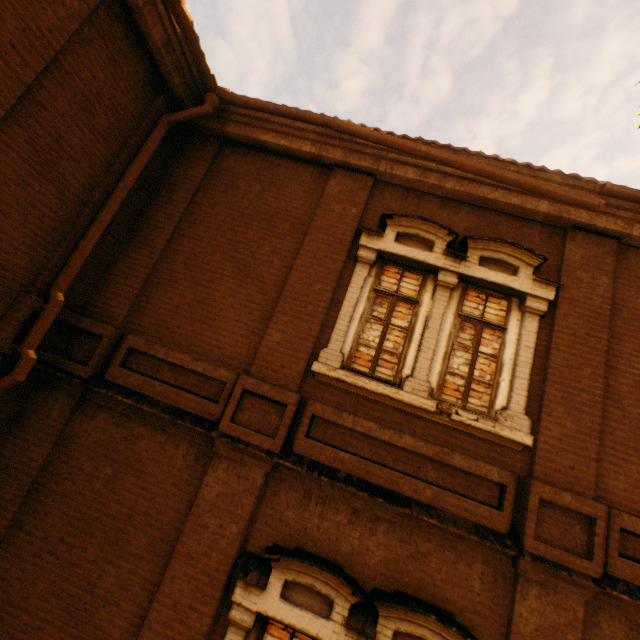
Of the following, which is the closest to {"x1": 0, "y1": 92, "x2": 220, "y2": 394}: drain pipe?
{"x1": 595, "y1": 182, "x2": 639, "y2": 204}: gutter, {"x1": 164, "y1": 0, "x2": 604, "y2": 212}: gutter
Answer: {"x1": 164, "y1": 0, "x2": 604, "y2": 212}: gutter

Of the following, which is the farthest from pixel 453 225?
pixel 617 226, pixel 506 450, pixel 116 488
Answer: pixel 116 488

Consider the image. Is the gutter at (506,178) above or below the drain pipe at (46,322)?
above

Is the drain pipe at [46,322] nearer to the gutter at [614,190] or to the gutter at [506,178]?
the gutter at [506,178]

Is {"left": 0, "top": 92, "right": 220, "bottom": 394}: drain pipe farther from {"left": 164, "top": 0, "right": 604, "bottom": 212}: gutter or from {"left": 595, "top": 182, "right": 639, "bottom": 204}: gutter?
{"left": 595, "top": 182, "right": 639, "bottom": 204}: gutter
